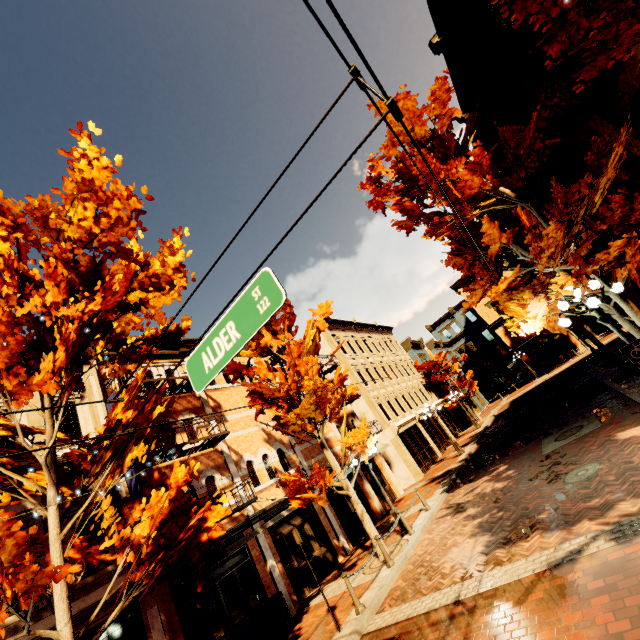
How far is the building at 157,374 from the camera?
12.14m

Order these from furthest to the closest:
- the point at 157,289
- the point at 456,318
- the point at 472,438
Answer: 1. the point at 456,318
2. the point at 472,438
3. the point at 157,289

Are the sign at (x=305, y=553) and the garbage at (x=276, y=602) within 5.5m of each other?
yes

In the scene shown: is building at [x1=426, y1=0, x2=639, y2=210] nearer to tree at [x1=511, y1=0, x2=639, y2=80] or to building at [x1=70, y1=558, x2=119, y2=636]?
tree at [x1=511, y1=0, x2=639, y2=80]

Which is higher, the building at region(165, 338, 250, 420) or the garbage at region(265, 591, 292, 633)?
the building at region(165, 338, 250, 420)

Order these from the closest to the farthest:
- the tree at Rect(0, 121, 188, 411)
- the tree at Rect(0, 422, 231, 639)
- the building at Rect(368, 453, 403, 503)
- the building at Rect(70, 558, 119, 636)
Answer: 1. the tree at Rect(0, 422, 231, 639)
2. the tree at Rect(0, 121, 188, 411)
3. the building at Rect(70, 558, 119, 636)
4. the building at Rect(368, 453, 403, 503)

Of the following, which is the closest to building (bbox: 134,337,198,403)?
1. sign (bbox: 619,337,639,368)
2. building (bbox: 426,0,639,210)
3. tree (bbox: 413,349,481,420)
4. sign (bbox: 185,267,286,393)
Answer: sign (bbox: 185,267,286,393)

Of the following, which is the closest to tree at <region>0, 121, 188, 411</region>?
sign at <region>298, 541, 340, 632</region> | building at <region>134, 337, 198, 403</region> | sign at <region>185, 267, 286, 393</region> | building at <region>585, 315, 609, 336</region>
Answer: building at <region>134, 337, 198, 403</region>
